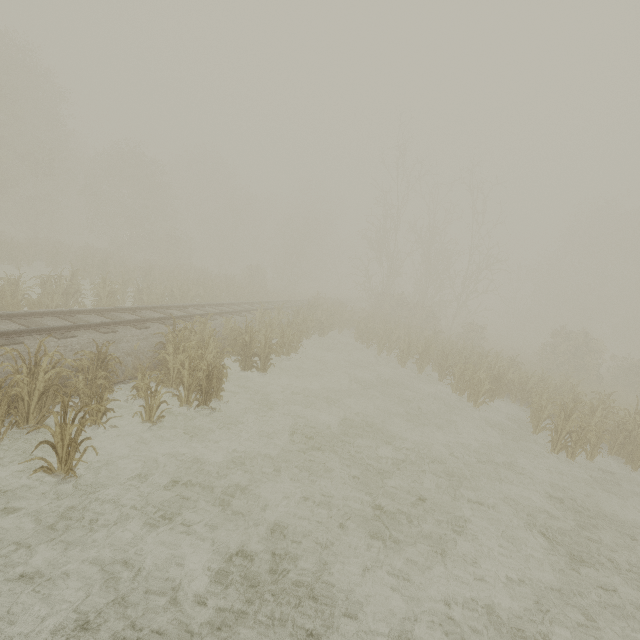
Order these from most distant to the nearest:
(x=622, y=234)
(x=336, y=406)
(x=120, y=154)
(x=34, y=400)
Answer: (x=622, y=234)
(x=120, y=154)
(x=336, y=406)
(x=34, y=400)
